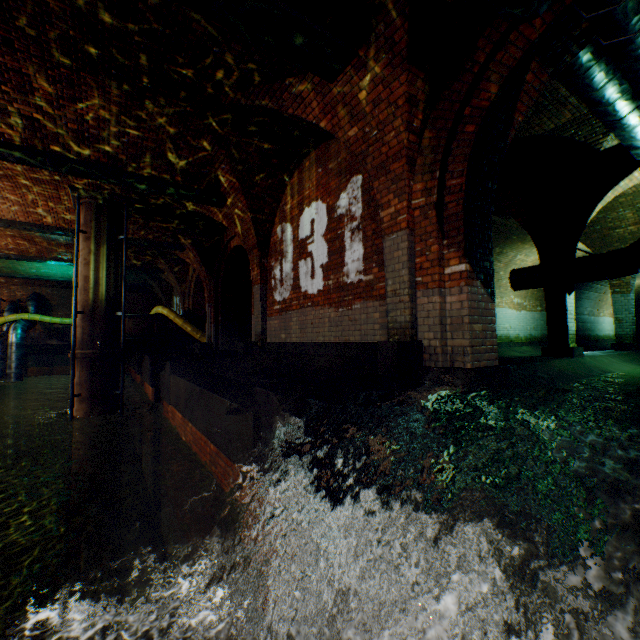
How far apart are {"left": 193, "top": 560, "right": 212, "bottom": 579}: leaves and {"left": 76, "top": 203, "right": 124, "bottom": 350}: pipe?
7.49m

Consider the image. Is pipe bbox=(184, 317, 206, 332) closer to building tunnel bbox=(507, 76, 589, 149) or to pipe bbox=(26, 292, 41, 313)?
pipe bbox=(26, 292, 41, 313)

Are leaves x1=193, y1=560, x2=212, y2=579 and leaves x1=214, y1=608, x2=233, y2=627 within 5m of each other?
yes

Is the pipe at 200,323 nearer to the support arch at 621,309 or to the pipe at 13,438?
the pipe at 13,438

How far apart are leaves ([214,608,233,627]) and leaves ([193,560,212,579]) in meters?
0.4

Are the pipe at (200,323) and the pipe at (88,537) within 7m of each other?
no

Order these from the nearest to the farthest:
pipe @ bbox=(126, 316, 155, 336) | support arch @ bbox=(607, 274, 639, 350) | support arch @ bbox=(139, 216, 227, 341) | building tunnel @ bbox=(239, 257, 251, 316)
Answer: support arch @ bbox=(607, 274, 639, 350) → support arch @ bbox=(139, 216, 227, 341) → pipe @ bbox=(126, 316, 155, 336) → building tunnel @ bbox=(239, 257, 251, 316)

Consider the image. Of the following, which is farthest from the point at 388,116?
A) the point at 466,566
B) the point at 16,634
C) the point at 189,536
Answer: the point at 16,634
